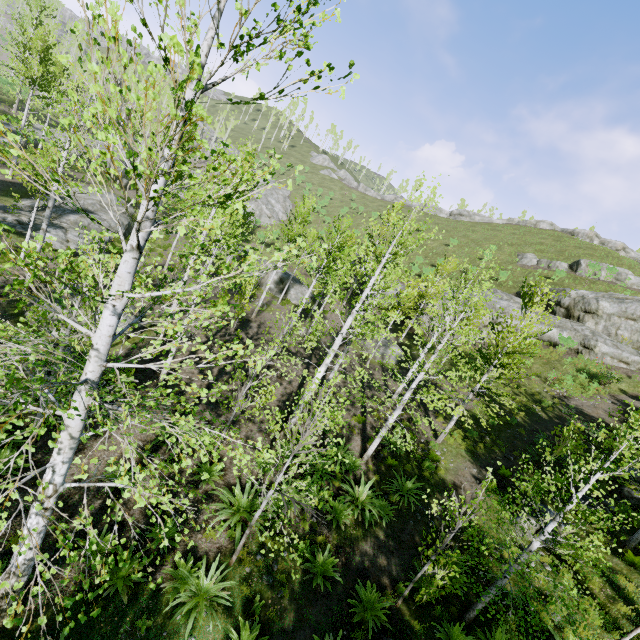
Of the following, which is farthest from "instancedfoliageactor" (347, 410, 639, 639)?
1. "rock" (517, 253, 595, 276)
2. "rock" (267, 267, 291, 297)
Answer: "rock" (517, 253, 595, 276)

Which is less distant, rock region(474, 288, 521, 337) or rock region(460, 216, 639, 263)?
rock region(474, 288, 521, 337)

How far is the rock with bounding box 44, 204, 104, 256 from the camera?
19.72m

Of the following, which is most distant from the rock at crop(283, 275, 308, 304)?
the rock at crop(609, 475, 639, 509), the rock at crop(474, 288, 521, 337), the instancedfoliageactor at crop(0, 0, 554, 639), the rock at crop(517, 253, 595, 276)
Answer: the rock at crop(517, 253, 595, 276)

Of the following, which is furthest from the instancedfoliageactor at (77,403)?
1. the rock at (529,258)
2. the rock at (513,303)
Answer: the rock at (529,258)

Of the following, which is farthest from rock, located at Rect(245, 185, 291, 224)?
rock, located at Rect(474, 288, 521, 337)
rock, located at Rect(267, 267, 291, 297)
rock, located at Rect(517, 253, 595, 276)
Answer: rock, located at Rect(517, 253, 595, 276)

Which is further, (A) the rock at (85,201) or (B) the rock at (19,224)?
(A) the rock at (85,201)

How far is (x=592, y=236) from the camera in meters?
50.6 m
